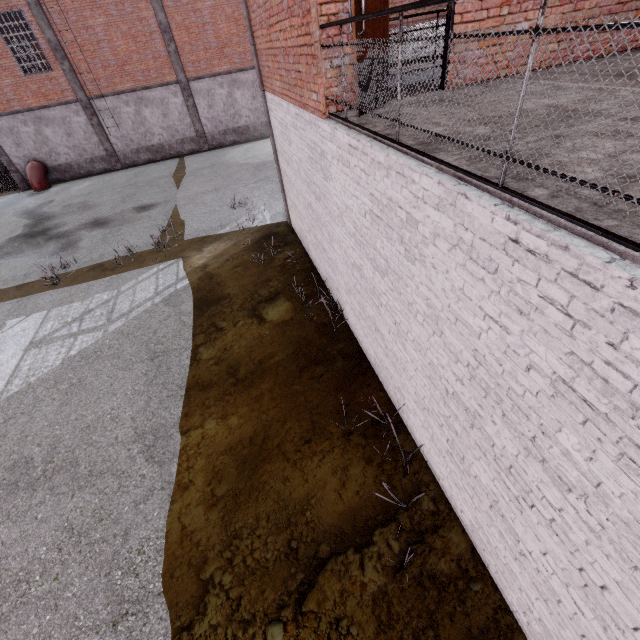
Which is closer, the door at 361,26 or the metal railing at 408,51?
the metal railing at 408,51

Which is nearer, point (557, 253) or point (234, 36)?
point (557, 253)

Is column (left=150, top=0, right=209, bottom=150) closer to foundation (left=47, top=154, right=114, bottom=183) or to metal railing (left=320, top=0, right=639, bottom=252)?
foundation (left=47, top=154, right=114, bottom=183)

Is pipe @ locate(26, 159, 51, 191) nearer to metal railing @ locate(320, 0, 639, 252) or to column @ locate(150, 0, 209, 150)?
column @ locate(150, 0, 209, 150)

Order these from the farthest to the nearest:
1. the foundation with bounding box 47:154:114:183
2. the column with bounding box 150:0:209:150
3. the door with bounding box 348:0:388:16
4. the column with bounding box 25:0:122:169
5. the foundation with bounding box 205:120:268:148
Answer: the foundation with bounding box 205:120:268:148
the foundation with bounding box 47:154:114:183
the column with bounding box 150:0:209:150
the column with bounding box 25:0:122:169
the door with bounding box 348:0:388:16

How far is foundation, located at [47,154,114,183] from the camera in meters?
21.1

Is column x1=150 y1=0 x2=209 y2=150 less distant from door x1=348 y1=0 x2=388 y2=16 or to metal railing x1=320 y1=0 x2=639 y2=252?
metal railing x1=320 y1=0 x2=639 y2=252

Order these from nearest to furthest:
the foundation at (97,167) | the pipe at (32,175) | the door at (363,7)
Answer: the door at (363,7) < the pipe at (32,175) < the foundation at (97,167)
